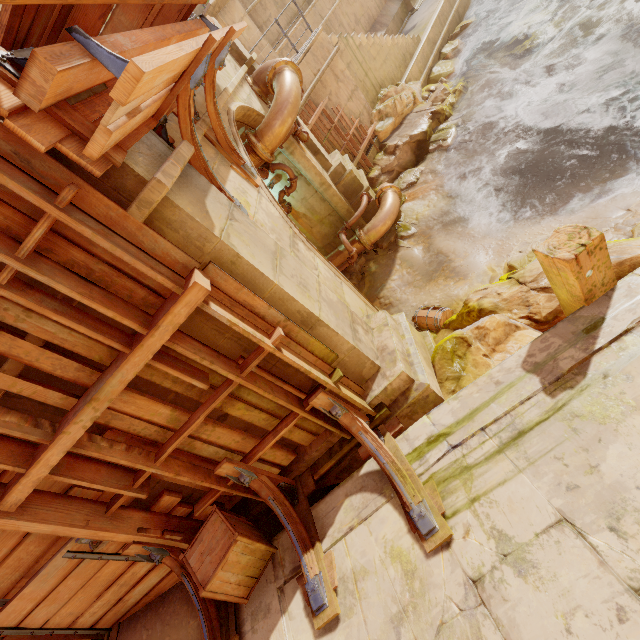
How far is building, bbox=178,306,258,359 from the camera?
2.8m

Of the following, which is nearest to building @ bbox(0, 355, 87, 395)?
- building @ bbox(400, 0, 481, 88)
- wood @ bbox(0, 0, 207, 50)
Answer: wood @ bbox(0, 0, 207, 50)

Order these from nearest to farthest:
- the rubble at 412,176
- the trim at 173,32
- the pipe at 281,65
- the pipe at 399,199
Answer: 1. the trim at 173,32
2. the pipe at 281,65
3. the pipe at 399,199
4. the rubble at 412,176

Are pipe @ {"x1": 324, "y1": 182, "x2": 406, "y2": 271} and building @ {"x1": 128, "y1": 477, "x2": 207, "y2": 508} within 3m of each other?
no

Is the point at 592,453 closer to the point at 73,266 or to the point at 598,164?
the point at 73,266

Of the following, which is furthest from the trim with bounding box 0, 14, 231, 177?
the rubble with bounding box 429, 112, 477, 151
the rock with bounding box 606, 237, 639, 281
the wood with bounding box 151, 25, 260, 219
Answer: the rubble with bounding box 429, 112, 477, 151

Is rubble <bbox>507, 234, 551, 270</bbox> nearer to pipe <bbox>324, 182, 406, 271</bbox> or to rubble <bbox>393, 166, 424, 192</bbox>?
pipe <bbox>324, 182, 406, 271</bbox>

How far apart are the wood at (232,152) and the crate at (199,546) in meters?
3.1 m
